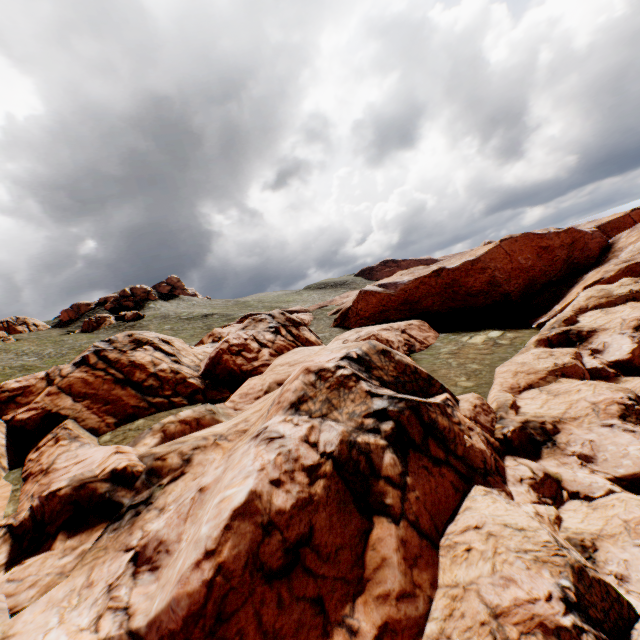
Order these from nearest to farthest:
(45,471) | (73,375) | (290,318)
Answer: (45,471)
(73,375)
(290,318)
